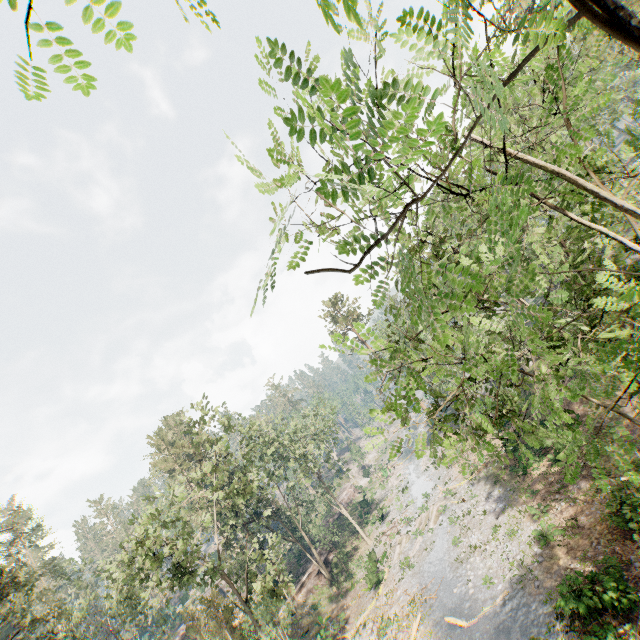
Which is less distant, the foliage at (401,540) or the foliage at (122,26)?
the foliage at (122,26)

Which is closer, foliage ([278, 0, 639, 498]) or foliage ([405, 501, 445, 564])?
foliage ([278, 0, 639, 498])

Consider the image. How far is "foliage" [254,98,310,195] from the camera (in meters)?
1.09

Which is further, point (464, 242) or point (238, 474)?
point (238, 474)

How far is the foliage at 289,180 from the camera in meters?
1.1

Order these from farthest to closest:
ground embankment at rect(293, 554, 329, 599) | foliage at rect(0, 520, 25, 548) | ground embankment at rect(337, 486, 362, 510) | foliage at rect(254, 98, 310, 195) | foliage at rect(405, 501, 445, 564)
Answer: ground embankment at rect(337, 486, 362, 510) < ground embankment at rect(293, 554, 329, 599) < foliage at rect(0, 520, 25, 548) < foliage at rect(405, 501, 445, 564) < foliage at rect(254, 98, 310, 195)
